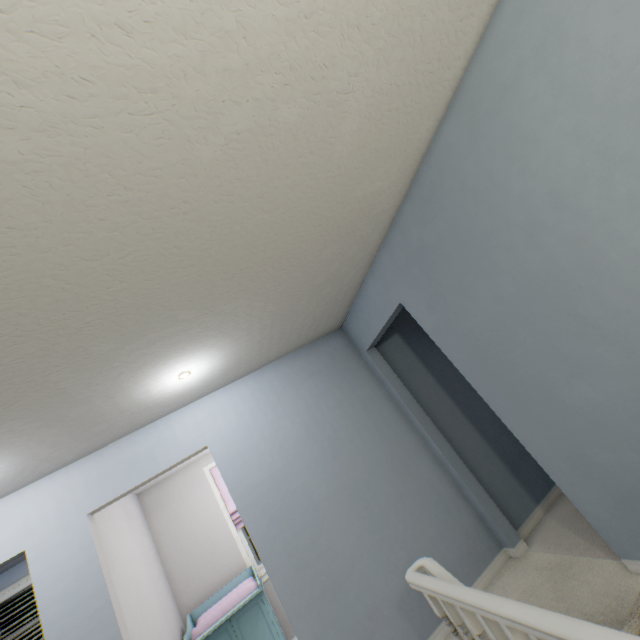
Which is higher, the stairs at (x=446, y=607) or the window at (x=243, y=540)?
the window at (x=243, y=540)

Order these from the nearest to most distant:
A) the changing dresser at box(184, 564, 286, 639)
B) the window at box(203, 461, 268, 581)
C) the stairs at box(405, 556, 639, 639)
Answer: the stairs at box(405, 556, 639, 639) < the changing dresser at box(184, 564, 286, 639) < the window at box(203, 461, 268, 581)

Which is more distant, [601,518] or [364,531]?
[364,531]

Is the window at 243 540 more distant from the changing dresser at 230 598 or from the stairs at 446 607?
the stairs at 446 607

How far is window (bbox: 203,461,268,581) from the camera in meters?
4.1 m

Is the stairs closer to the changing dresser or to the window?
the changing dresser
